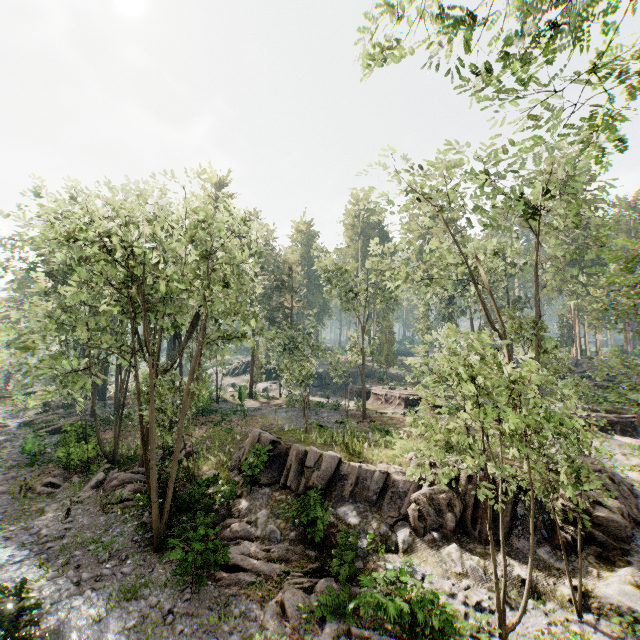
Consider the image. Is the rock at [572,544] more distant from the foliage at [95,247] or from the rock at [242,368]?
the rock at [242,368]

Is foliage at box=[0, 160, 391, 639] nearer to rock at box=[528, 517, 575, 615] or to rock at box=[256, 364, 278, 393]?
rock at box=[528, 517, 575, 615]

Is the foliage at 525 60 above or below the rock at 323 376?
above

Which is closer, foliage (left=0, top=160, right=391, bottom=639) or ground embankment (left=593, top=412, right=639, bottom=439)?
foliage (left=0, top=160, right=391, bottom=639)

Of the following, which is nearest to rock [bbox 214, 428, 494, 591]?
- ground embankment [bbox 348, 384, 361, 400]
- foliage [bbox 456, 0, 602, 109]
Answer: foliage [bbox 456, 0, 602, 109]

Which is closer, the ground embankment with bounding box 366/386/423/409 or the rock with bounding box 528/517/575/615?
the rock with bounding box 528/517/575/615

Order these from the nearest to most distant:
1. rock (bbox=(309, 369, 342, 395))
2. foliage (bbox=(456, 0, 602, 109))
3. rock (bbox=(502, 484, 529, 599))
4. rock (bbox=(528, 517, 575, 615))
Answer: foliage (bbox=(456, 0, 602, 109)) → rock (bbox=(528, 517, 575, 615)) → rock (bbox=(502, 484, 529, 599)) → rock (bbox=(309, 369, 342, 395))

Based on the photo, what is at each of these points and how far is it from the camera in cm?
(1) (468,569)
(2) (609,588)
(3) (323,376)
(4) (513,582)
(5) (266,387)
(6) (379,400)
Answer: (1) rock, 1236
(2) rock, 1095
(3) rock, 5294
(4) rock, 1180
(5) rock, 4888
(6) ground embankment, 3969
